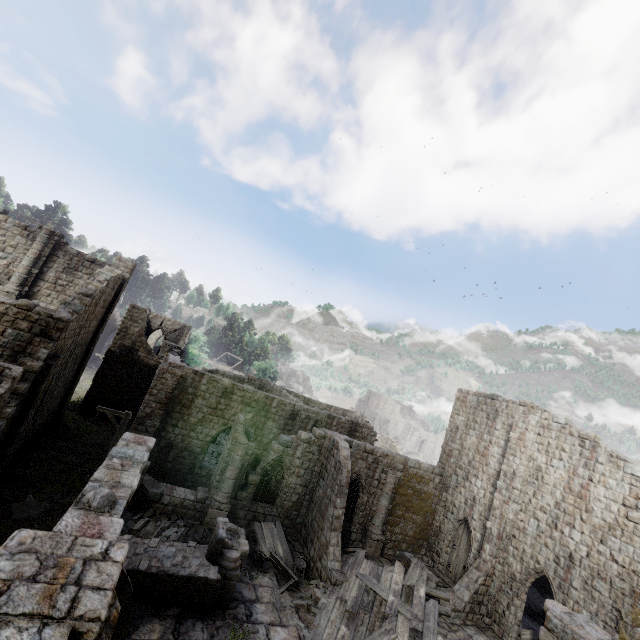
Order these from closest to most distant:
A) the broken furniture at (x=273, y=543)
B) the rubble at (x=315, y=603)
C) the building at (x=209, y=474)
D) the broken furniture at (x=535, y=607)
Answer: the building at (x=209, y=474)
the rubble at (x=315, y=603)
the broken furniture at (x=273, y=543)
the broken furniture at (x=535, y=607)

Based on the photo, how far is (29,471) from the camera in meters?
16.2 m

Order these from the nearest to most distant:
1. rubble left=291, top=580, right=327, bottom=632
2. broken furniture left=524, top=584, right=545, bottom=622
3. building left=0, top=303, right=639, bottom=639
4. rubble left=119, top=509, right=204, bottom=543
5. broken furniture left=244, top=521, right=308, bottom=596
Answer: building left=0, top=303, right=639, bottom=639, rubble left=291, top=580, right=327, bottom=632, rubble left=119, top=509, right=204, bottom=543, broken furniture left=244, top=521, right=308, bottom=596, broken furniture left=524, top=584, right=545, bottom=622

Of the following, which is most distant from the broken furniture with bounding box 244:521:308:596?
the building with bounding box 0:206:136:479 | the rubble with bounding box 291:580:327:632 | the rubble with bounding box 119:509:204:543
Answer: the rubble with bounding box 119:509:204:543

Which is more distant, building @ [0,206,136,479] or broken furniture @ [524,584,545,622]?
broken furniture @ [524,584,545,622]

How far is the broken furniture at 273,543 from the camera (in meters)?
14.34

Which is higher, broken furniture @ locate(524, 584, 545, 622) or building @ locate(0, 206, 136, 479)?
building @ locate(0, 206, 136, 479)

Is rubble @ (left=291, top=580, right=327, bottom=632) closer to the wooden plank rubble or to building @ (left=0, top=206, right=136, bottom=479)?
the wooden plank rubble
